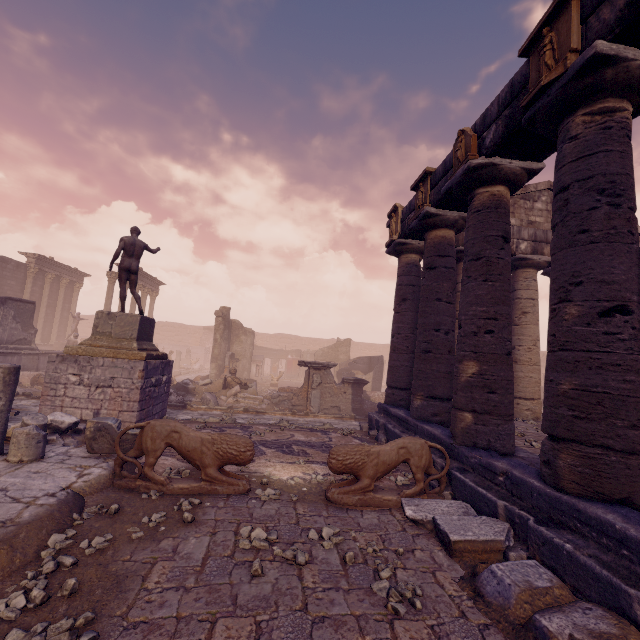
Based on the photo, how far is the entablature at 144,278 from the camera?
25.51m

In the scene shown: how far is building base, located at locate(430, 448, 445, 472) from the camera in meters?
6.1

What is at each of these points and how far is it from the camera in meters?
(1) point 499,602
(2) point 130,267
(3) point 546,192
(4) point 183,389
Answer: (1) debris pile, 3.1
(2) sculpture, 9.8
(3) pediment, 11.9
(4) debris pile, 14.6

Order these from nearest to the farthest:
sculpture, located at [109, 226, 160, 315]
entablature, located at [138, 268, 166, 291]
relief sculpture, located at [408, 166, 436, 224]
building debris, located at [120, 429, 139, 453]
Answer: building debris, located at [120, 429, 139, 453] < relief sculpture, located at [408, 166, 436, 224] < sculpture, located at [109, 226, 160, 315] < entablature, located at [138, 268, 166, 291]

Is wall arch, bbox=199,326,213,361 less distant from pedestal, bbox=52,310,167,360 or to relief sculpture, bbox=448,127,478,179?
pedestal, bbox=52,310,167,360

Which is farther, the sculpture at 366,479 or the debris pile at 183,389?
the debris pile at 183,389

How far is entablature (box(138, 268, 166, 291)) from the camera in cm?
2551

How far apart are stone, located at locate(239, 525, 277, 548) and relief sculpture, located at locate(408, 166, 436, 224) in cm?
781
